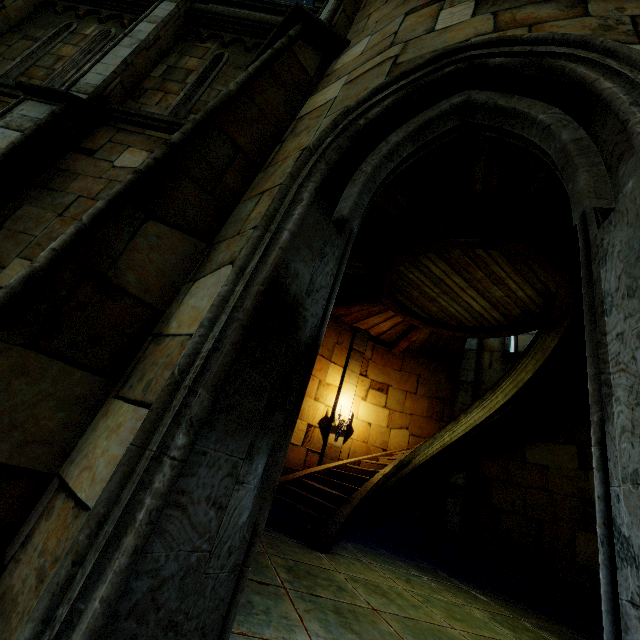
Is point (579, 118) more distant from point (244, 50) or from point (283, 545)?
point (244, 50)
